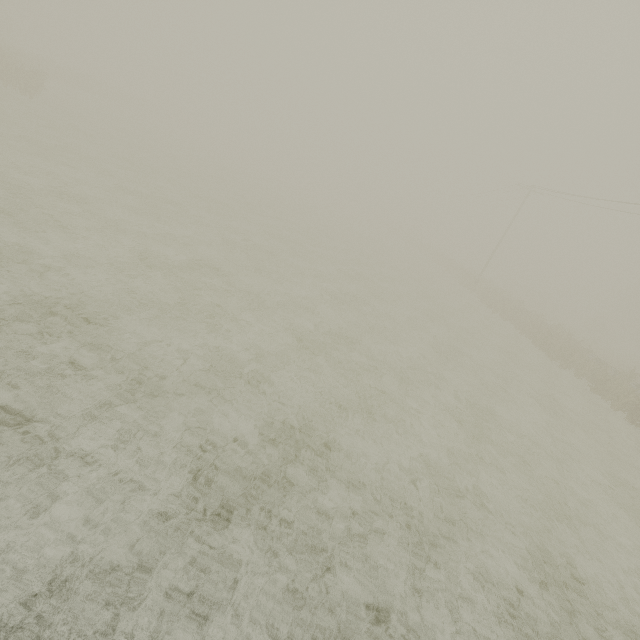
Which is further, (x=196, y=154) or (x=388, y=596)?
(x=196, y=154)

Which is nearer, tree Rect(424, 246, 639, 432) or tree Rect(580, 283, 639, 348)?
tree Rect(424, 246, 639, 432)

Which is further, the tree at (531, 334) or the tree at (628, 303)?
the tree at (628, 303)
